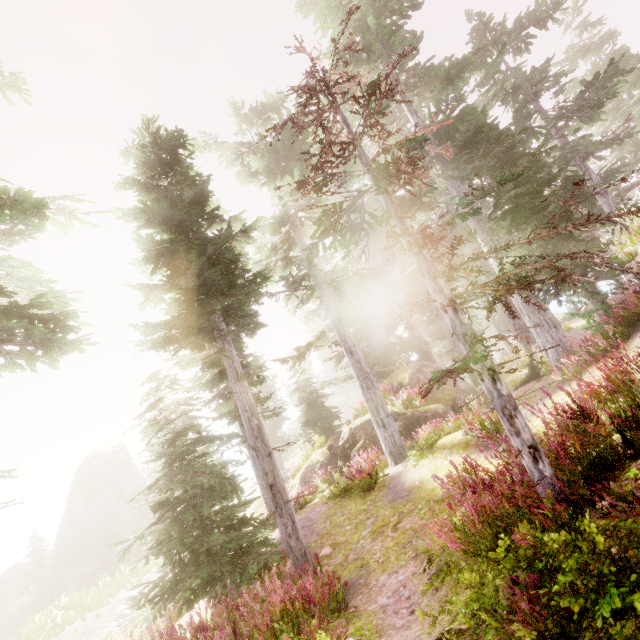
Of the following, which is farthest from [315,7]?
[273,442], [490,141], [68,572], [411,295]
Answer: [68,572]

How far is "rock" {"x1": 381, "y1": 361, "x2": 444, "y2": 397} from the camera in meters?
17.1 m

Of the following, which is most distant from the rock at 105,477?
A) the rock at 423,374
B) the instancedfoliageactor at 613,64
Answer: the rock at 423,374

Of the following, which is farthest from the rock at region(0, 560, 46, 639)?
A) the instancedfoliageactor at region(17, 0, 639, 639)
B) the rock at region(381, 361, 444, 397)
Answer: the rock at region(381, 361, 444, 397)

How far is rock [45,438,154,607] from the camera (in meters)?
28.95

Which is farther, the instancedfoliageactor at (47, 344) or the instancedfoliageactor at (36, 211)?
the instancedfoliageactor at (47, 344)

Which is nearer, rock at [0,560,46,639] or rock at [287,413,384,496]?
rock at [287,413,384,496]
